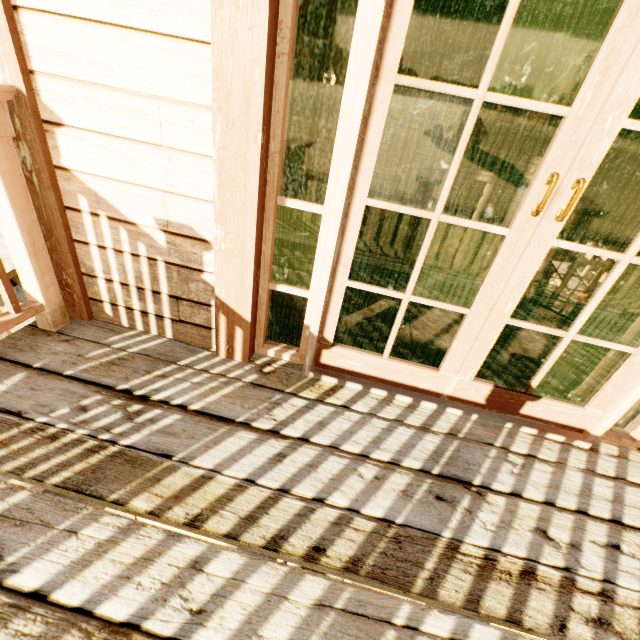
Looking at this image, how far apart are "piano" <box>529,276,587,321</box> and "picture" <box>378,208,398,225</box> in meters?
4.0 m

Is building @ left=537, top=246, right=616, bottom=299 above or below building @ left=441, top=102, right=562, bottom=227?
below

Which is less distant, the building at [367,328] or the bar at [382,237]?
the building at [367,328]

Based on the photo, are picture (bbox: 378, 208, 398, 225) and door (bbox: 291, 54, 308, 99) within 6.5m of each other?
yes

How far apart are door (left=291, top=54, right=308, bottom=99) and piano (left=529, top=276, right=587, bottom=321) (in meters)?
8.25

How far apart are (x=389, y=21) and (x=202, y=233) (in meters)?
0.98

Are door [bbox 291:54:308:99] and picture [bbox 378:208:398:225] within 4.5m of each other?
yes

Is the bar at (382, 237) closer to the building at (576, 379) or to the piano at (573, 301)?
the building at (576, 379)
